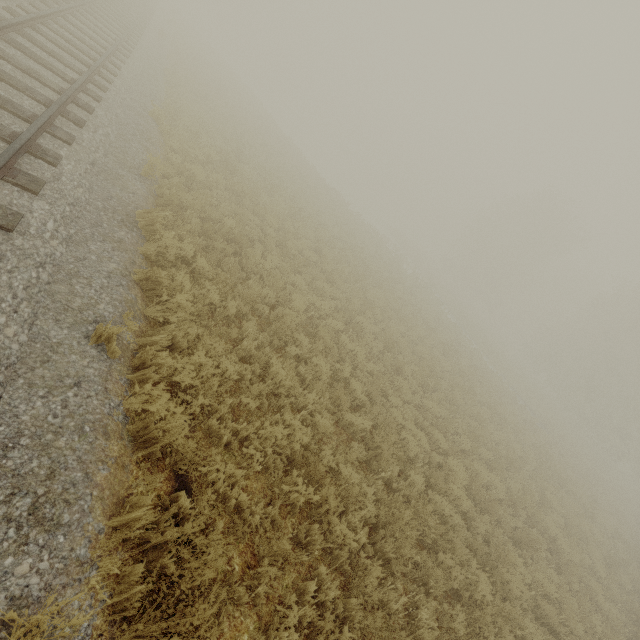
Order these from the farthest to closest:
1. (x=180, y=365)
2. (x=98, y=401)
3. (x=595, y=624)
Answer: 1. (x=595, y=624)
2. (x=180, y=365)
3. (x=98, y=401)
